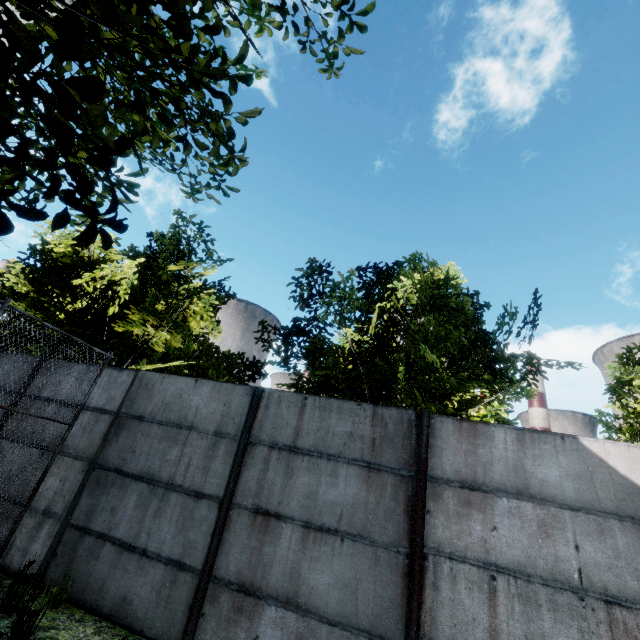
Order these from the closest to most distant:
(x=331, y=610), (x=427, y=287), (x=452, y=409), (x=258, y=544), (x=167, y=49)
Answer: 1. (x=167, y=49)
2. (x=331, y=610)
3. (x=258, y=544)
4. (x=452, y=409)
5. (x=427, y=287)
